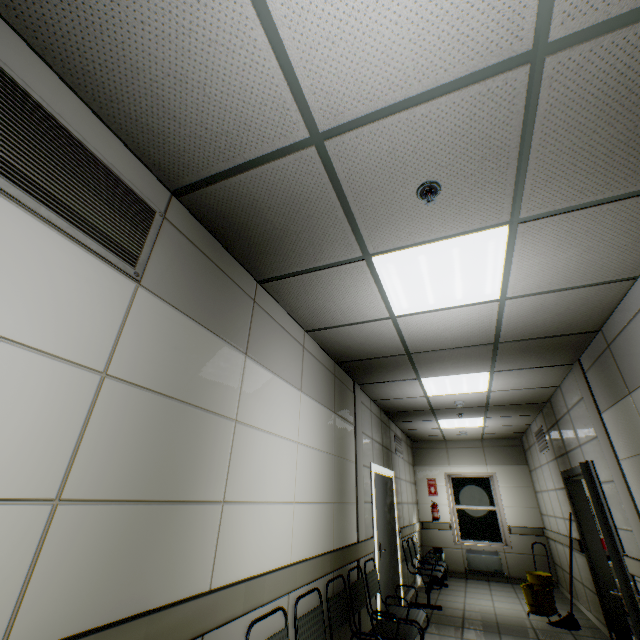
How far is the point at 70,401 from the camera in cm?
130

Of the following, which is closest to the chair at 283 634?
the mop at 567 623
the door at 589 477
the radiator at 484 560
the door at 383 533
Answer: the door at 383 533

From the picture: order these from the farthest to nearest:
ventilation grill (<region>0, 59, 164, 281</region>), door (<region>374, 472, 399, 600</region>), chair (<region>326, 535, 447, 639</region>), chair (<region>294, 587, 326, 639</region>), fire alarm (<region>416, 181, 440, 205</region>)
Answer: door (<region>374, 472, 399, 600</region>)
chair (<region>326, 535, 447, 639</region>)
chair (<region>294, 587, 326, 639</region>)
fire alarm (<region>416, 181, 440, 205</region>)
ventilation grill (<region>0, 59, 164, 281</region>)

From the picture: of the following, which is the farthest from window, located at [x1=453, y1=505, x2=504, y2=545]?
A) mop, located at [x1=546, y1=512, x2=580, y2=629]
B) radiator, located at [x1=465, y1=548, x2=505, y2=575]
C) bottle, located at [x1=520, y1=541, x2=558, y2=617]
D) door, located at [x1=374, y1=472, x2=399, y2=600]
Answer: door, located at [x1=374, y1=472, x2=399, y2=600]

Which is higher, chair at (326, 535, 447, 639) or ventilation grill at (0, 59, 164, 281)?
ventilation grill at (0, 59, 164, 281)

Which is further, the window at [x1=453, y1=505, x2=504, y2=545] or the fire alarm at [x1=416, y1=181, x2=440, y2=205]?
the window at [x1=453, y1=505, x2=504, y2=545]

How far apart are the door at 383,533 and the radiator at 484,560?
3.6m

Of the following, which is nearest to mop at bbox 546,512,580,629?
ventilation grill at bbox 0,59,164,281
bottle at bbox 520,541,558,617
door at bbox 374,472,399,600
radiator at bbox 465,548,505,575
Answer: bottle at bbox 520,541,558,617
